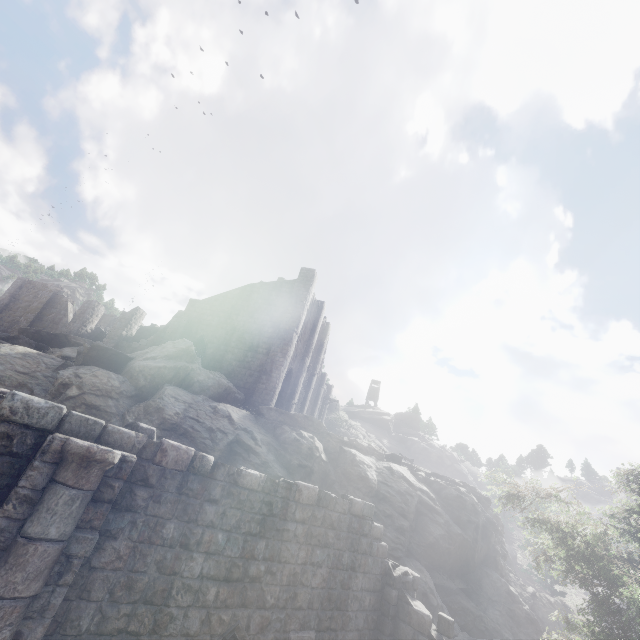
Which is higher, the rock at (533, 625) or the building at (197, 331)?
the building at (197, 331)

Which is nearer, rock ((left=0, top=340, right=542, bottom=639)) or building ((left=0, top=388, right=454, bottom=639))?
building ((left=0, top=388, right=454, bottom=639))

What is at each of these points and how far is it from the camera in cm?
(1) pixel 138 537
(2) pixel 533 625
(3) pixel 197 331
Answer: (1) building, 559
(2) rock, 1759
(3) building, 2673

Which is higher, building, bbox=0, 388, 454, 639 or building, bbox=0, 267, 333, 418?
building, bbox=0, 267, 333, 418

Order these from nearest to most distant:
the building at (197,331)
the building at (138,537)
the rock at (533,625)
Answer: the building at (138,537) → the rock at (533,625) → the building at (197,331)

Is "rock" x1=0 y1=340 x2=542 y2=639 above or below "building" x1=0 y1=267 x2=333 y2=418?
below

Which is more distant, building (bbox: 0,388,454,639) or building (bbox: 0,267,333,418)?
building (bbox: 0,267,333,418)
